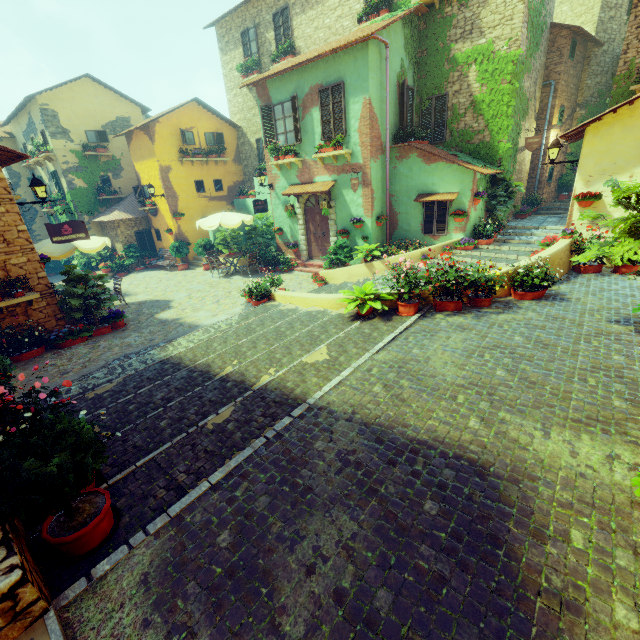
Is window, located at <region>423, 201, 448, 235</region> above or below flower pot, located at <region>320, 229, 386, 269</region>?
above

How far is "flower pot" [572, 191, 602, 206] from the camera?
8.55m

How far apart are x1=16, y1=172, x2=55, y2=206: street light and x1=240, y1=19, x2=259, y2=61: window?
13.2m

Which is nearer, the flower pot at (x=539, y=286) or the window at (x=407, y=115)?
Answer: the flower pot at (x=539, y=286)

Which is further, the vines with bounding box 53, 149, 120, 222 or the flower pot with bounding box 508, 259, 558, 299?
the vines with bounding box 53, 149, 120, 222

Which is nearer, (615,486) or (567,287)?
(615,486)

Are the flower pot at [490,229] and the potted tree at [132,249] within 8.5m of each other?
no

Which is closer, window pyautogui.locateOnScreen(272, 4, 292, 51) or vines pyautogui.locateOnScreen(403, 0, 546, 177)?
vines pyautogui.locateOnScreen(403, 0, 546, 177)
